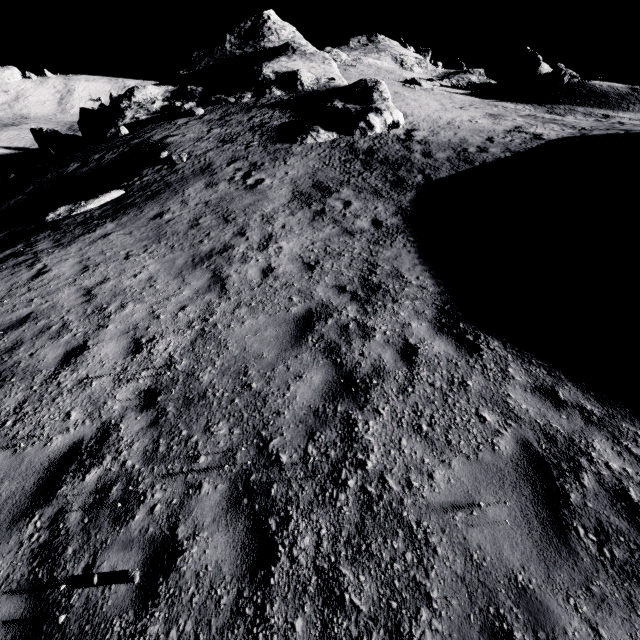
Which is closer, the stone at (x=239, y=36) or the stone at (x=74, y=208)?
the stone at (x=74, y=208)

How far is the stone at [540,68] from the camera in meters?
33.3 m

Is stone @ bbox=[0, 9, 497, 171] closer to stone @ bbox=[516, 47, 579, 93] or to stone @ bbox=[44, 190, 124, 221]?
stone @ bbox=[44, 190, 124, 221]

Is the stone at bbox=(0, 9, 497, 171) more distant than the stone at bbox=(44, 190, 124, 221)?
Yes

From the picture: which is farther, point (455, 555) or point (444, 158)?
point (444, 158)

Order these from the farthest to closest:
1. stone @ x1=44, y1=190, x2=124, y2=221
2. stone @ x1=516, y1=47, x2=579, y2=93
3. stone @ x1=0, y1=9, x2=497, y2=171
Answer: stone @ x1=516, y1=47, x2=579, y2=93 < stone @ x1=0, y1=9, x2=497, y2=171 < stone @ x1=44, y1=190, x2=124, y2=221

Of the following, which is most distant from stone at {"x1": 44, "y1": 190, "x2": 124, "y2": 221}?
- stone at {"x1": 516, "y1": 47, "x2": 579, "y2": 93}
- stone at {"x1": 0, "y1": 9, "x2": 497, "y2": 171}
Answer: stone at {"x1": 516, "y1": 47, "x2": 579, "y2": 93}

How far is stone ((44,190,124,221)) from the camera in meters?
12.3 m
